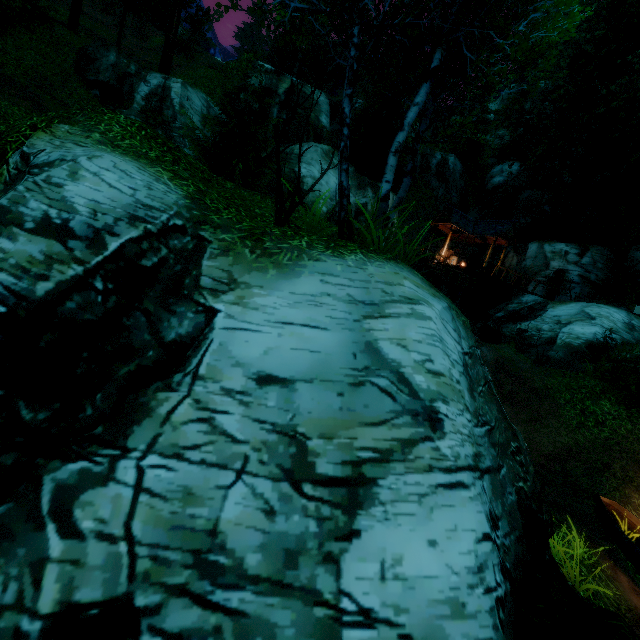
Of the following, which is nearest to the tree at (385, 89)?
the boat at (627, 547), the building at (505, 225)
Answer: the building at (505, 225)

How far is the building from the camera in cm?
2398

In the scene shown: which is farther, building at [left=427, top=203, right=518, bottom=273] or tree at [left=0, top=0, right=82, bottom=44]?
building at [left=427, top=203, right=518, bottom=273]

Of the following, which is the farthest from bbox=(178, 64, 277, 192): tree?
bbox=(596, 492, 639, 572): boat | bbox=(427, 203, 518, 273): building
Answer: bbox=(596, 492, 639, 572): boat

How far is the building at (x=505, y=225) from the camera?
24.0m

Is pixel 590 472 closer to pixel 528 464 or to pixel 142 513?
pixel 528 464

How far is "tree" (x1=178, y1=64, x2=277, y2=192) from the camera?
13.27m

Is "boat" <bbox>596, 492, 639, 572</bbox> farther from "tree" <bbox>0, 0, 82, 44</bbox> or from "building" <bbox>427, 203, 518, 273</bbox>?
"building" <bbox>427, 203, 518, 273</bbox>
